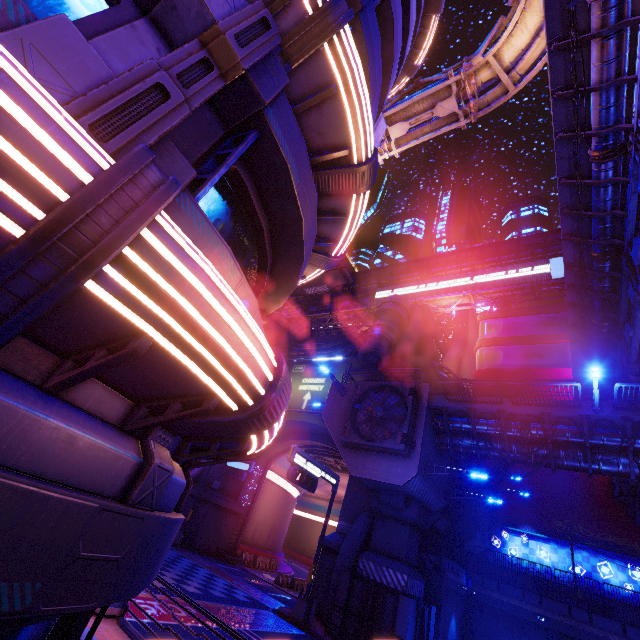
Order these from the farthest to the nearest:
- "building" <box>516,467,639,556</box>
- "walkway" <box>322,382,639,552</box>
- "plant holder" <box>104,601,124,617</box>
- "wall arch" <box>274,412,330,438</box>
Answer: "wall arch" <box>274,412,330,438</box>, "building" <box>516,467,639,556</box>, "walkway" <box>322,382,639,552</box>, "plant holder" <box>104,601,124,617</box>

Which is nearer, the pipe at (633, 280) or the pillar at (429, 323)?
the pipe at (633, 280)

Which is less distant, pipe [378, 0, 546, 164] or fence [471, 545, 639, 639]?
pipe [378, 0, 546, 164]

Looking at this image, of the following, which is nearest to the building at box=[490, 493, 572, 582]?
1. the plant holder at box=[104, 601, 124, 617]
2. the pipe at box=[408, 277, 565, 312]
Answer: the pipe at box=[408, 277, 565, 312]

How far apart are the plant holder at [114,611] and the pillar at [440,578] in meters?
17.7

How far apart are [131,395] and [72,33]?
2.7m

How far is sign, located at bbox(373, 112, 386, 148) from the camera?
15.3m

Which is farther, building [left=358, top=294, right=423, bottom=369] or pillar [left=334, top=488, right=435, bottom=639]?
building [left=358, top=294, right=423, bottom=369]
